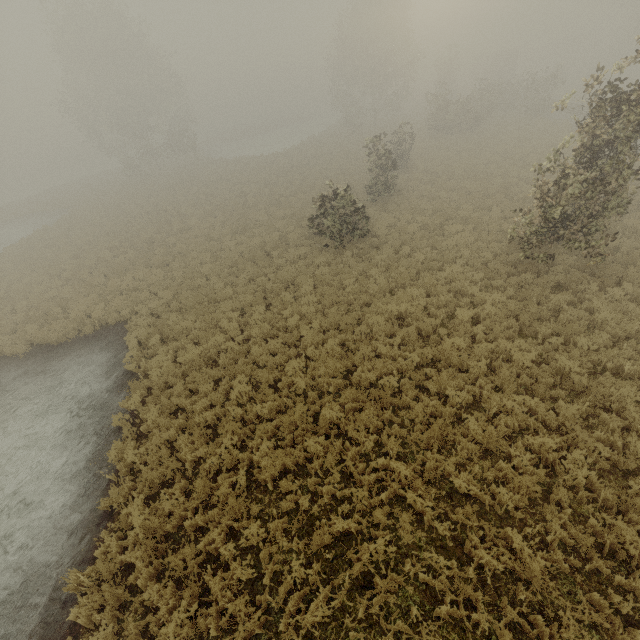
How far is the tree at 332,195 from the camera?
15.1 meters

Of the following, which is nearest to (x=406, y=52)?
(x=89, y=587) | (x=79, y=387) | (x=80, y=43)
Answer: (x=80, y=43)

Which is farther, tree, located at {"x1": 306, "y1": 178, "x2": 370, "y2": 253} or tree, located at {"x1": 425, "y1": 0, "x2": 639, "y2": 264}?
tree, located at {"x1": 306, "y1": 178, "x2": 370, "y2": 253}

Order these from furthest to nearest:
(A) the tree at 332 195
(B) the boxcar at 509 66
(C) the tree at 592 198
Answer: (B) the boxcar at 509 66 → (A) the tree at 332 195 → (C) the tree at 592 198

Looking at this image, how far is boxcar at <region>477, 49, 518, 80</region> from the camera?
49.6m

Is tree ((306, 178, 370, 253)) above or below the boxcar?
below

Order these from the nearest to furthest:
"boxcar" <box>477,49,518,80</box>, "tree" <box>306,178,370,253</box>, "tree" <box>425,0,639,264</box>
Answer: "tree" <box>425,0,639,264</box> → "tree" <box>306,178,370,253</box> → "boxcar" <box>477,49,518,80</box>

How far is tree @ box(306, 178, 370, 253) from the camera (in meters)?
15.12
